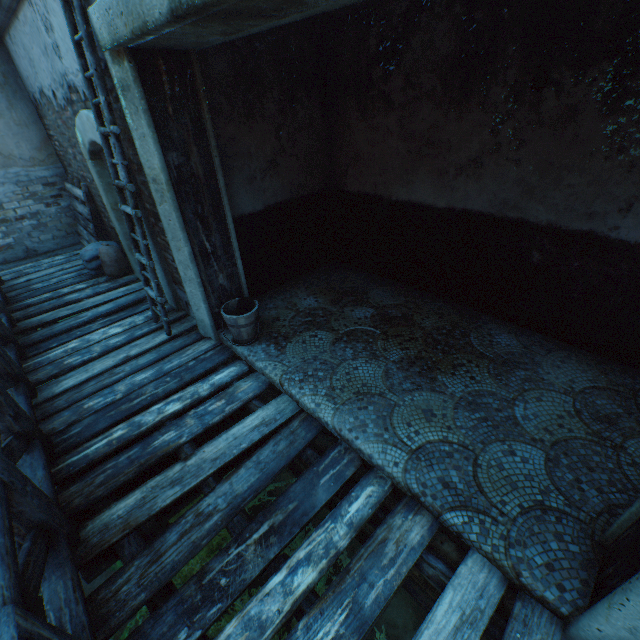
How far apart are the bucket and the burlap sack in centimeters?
329cm

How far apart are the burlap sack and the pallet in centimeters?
4cm

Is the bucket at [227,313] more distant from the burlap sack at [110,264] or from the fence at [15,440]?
the burlap sack at [110,264]

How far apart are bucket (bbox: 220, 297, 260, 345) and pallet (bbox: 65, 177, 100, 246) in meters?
4.2 m

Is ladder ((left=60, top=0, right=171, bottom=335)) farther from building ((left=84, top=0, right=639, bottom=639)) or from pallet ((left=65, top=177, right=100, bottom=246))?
pallet ((left=65, top=177, right=100, bottom=246))

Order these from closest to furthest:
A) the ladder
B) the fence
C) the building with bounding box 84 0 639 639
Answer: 1. the fence
2. the building with bounding box 84 0 639 639
3. the ladder

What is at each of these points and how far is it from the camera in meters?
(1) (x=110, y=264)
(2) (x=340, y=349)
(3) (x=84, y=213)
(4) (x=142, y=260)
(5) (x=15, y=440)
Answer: (1) burlap sack, 5.8
(2) building, 3.7
(3) pallet, 6.2
(4) ladder, 3.9
(5) fence, 2.5

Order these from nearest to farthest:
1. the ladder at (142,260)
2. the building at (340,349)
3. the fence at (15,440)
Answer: the fence at (15,440)
the building at (340,349)
the ladder at (142,260)
